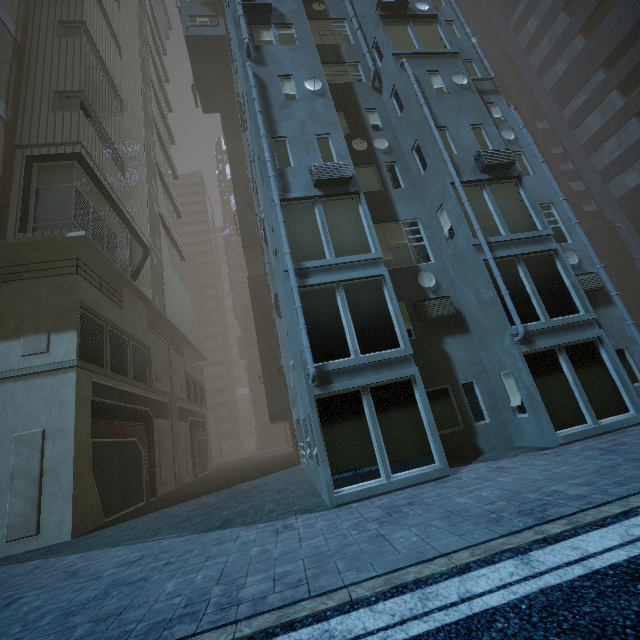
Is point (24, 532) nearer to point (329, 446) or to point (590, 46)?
point (329, 446)

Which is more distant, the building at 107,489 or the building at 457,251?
the building at 107,489

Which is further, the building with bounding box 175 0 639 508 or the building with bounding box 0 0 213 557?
the building with bounding box 0 0 213 557
